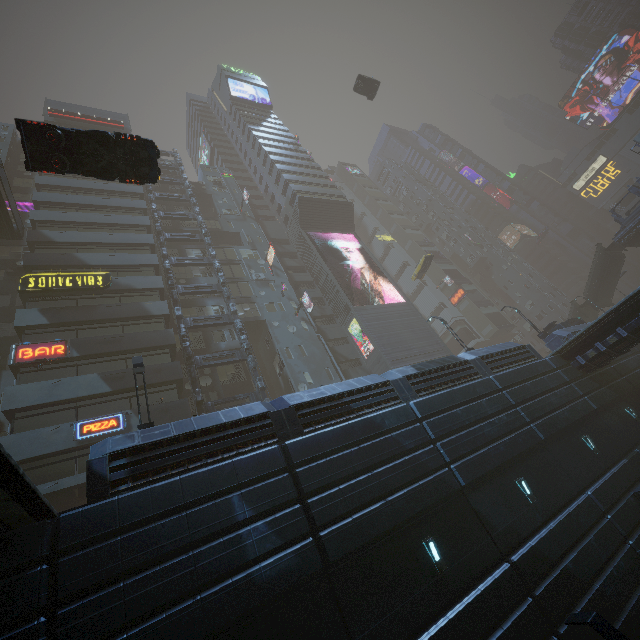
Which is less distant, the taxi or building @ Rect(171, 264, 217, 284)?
building @ Rect(171, 264, 217, 284)

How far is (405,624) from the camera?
8.66m

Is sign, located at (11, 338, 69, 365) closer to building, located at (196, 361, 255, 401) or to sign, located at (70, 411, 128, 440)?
building, located at (196, 361, 255, 401)

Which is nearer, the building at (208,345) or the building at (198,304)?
the building at (208,345)

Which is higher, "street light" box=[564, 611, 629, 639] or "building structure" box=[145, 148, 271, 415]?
Answer: "building structure" box=[145, 148, 271, 415]

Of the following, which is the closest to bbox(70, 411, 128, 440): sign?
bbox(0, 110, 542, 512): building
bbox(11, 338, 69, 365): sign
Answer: bbox(0, 110, 542, 512): building

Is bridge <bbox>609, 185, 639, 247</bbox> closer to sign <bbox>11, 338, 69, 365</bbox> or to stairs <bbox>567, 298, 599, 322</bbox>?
stairs <bbox>567, 298, 599, 322</bbox>

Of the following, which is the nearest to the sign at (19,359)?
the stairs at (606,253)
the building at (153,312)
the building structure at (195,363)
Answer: the building at (153,312)
